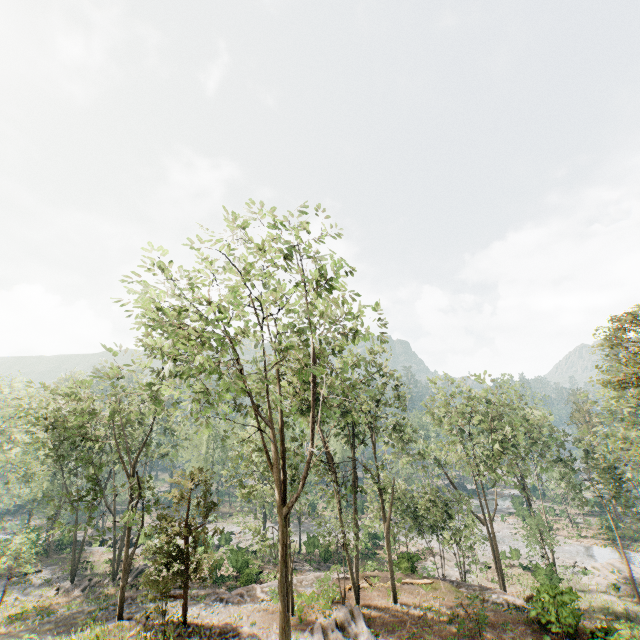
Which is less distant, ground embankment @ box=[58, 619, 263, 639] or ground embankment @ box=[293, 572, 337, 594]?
ground embankment @ box=[58, 619, 263, 639]

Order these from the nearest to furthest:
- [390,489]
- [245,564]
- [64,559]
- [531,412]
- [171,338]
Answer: [171,338] → [245,564] → [390,489] → [64,559] → [531,412]

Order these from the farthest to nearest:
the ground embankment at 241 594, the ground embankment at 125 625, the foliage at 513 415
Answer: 1. the ground embankment at 241 594
2. the ground embankment at 125 625
3. the foliage at 513 415

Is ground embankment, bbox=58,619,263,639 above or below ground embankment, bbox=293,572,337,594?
above

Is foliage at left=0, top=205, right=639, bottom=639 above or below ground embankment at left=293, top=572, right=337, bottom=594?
above

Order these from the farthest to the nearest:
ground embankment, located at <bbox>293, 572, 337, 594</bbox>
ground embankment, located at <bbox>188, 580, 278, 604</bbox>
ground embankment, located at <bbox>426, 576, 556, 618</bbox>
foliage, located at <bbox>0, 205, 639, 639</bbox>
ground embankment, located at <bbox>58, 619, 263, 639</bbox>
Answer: ground embankment, located at <bbox>293, 572, 337, 594</bbox>, ground embankment, located at <bbox>188, 580, 278, 604</bbox>, ground embankment, located at <bbox>426, 576, 556, 618</bbox>, ground embankment, located at <bbox>58, 619, 263, 639</bbox>, foliage, located at <bbox>0, 205, 639, 639</bbox>

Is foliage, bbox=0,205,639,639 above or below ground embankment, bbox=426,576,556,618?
above

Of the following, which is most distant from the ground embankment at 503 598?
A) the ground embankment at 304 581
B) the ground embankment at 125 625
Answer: the ground embankment at 125 625
